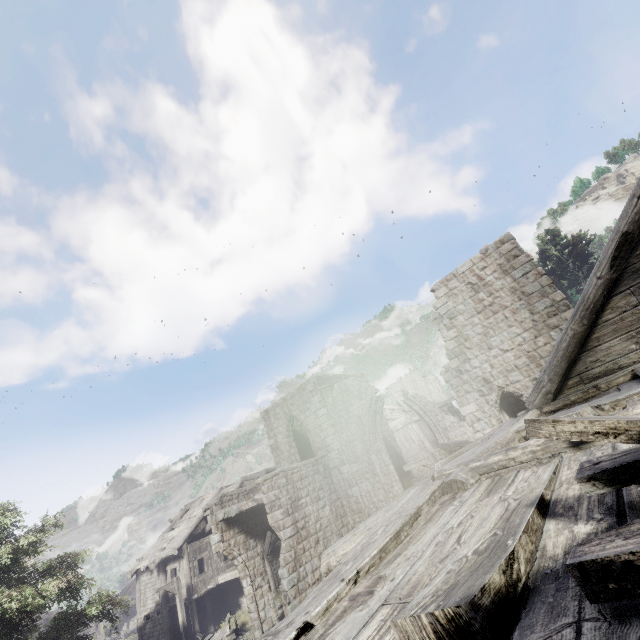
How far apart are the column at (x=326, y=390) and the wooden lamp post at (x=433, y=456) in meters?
6.7 m

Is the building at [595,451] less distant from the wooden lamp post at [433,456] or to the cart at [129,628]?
the wooden lamp post at [433,456]

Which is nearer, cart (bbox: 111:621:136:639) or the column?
the column

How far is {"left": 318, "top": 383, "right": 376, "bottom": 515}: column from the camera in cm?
1727

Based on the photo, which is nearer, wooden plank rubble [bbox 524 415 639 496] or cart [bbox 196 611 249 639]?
Result: wooden plank rubble [bbox 524 415 639 496]

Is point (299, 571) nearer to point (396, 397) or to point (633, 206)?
point (633, 206)

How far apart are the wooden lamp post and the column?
6.7 meters

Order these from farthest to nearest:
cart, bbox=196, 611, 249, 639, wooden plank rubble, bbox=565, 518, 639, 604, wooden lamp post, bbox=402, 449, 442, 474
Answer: cart, bbox=196, 611, 249, 639, wooden lamp post, bbox=402, 449, 442, 474, wooden plank rubble, bbox=565, 518, 639, 604
